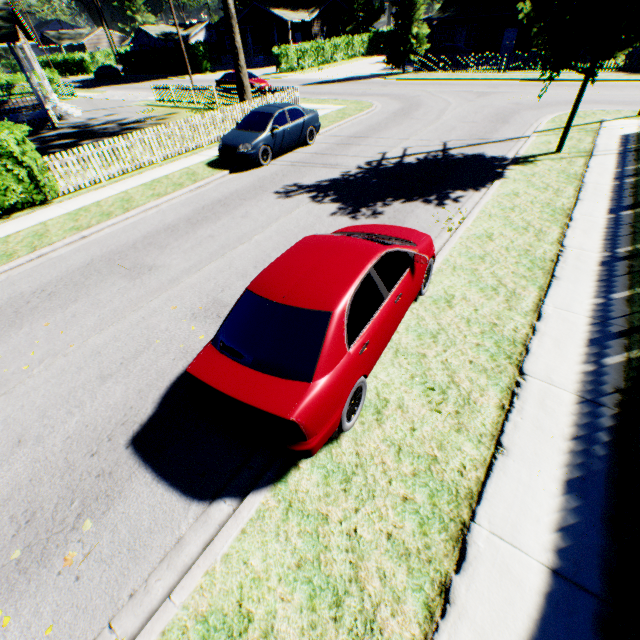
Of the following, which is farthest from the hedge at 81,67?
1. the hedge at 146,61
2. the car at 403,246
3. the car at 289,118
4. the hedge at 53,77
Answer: the car at 403,246

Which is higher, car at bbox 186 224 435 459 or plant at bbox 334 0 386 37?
plant at bbox 334 0 386 37

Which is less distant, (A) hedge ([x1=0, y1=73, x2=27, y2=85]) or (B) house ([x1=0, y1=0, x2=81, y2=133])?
(B) house ([x1=0, y1=0, x2=81, y2=133])

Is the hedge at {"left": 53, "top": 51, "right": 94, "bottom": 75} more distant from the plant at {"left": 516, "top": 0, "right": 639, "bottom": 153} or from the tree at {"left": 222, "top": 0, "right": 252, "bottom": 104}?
the tree at {"left": 222, "top": 0, "right": 252, "bottom": 104}

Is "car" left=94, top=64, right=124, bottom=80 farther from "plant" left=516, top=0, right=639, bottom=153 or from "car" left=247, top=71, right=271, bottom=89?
"plant" left=516, top=0, right=639, bottom=153

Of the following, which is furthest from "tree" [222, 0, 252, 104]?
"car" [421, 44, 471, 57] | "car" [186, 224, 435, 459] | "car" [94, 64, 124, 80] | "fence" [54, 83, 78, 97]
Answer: "car" [94, 64, 124, 80]

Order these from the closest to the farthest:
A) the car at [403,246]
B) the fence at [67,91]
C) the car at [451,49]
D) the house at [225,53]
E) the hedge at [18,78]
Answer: the car at [403,246] < the car at [451,49] < the hedge at [18,78] < the fence at [67,91] < the house at [225,53]

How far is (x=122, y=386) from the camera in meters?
5.0
